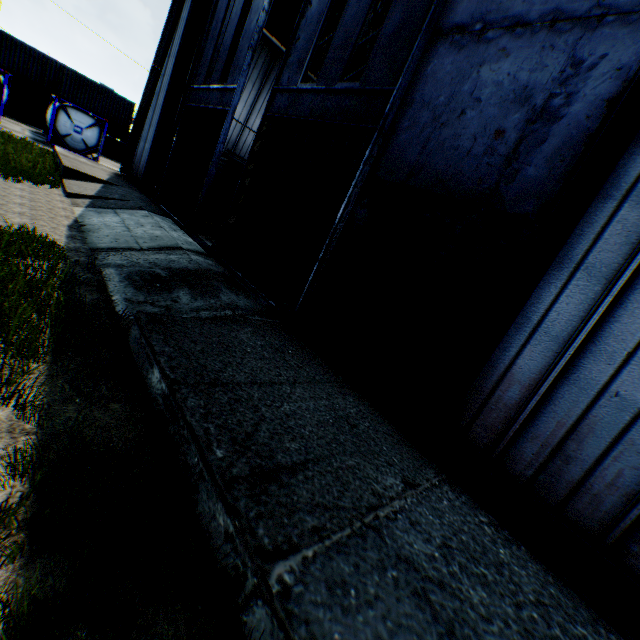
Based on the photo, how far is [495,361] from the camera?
4.5m

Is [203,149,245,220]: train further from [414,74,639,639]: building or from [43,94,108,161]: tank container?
[43,94,108,161]: tank container

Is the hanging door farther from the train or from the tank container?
the tank container

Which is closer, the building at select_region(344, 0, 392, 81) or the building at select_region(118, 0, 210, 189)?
the building at select_region(118, 0, 210, 189)

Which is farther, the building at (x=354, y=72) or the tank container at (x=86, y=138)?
the tank container at (x=86, y=138)

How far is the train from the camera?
18.5 meters

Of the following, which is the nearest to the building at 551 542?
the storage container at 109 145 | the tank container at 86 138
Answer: the tank container at 86 138

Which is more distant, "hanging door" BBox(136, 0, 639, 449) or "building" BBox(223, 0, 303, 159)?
"building" BBox(223, 0, 303, 159)
